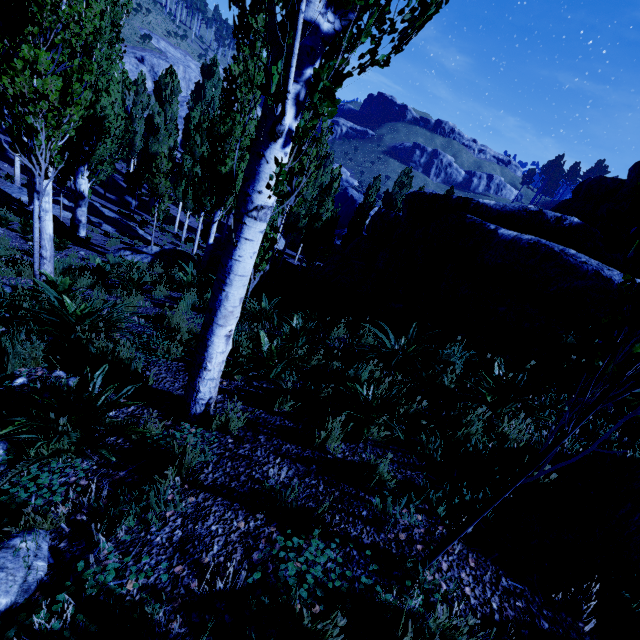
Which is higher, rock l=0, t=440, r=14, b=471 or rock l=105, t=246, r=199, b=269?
rock l=0, t=440, r=14, b=471

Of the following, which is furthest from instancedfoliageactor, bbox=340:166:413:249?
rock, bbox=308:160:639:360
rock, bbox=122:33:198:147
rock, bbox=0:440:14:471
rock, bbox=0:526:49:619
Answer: rock, bbox=122:33:198:147

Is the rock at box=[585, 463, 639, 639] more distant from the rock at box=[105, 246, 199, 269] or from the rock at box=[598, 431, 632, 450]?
the rock at box=[105, 246, 199, 269]

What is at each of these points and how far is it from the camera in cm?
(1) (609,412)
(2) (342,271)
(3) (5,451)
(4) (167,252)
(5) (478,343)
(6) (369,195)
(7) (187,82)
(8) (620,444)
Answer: (1) rock, 385
(2) rock, 1107
(3) rock, 241
(4) rock, 1440
(5) rock, 584
(6) instancedfoliageactor, 2881
(7) rock, 5544
(8) rock, 340

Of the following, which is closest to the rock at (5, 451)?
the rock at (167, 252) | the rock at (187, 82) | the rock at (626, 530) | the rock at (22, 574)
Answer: the rock at (22, 574)

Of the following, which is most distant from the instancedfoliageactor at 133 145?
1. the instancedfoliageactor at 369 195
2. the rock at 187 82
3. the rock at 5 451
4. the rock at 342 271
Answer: the rock at 187 82

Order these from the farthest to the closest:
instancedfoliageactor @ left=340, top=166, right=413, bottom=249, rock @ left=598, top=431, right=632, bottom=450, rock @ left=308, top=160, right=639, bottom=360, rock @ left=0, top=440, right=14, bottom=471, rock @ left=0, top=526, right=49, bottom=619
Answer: instancedfoliageactor @ left=340, top=166, right=413, bottom=249 → rock @ left=308, top=160, right=639, bottom=360 → rock @ left=598, top=431, right=632, bottom=450 → rock @ left=0, top=440, right=14, bottom=471 → rock @ left=0, top=526, right=49, bottom=619

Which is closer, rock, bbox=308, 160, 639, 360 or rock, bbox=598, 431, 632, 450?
rock, bbox=598, 431, 632, 450
